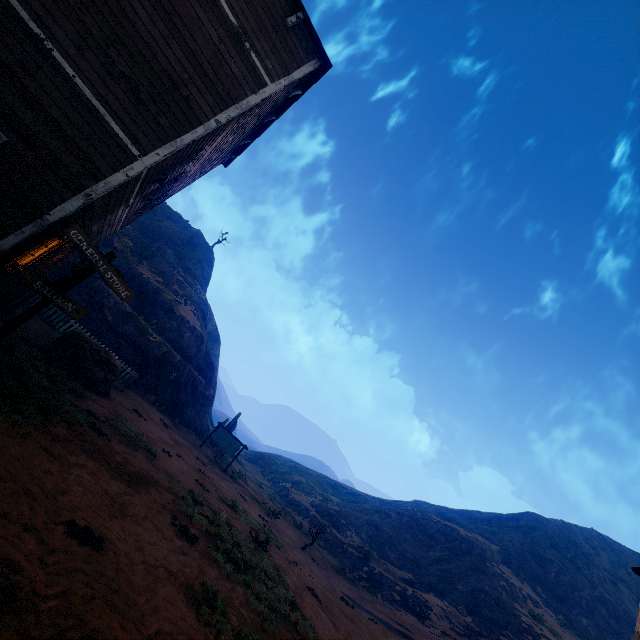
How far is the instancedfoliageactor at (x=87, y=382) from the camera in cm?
1177

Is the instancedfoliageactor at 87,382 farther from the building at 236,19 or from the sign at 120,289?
the sign at 120,289

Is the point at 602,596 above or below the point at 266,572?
above

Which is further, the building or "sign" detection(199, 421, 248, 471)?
"sign" detection(199, 421, 248, 471)

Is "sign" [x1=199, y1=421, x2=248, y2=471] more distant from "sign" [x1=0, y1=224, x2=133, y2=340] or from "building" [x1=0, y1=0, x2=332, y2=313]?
"sign" [x1=0, y1=224, x2=133, y2=340]

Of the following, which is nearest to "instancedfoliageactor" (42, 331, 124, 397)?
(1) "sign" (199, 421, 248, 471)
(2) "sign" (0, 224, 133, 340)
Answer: (2) "sign" (0, 224, 133, 340)

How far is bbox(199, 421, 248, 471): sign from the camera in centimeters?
2331cm

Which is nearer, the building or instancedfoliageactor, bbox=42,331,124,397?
the building
